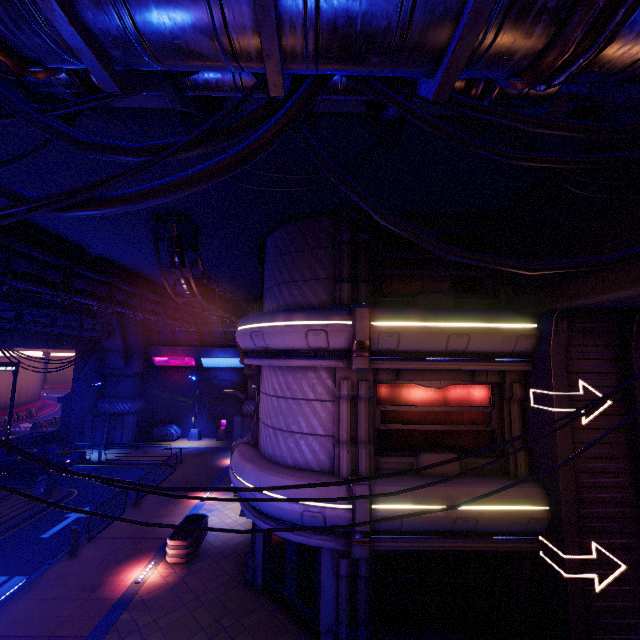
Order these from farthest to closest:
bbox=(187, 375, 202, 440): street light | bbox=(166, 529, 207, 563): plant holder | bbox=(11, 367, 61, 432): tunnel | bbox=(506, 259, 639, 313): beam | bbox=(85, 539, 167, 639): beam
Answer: bbox=(11, 367, 61, 432): tunnel → bbox=(187, 375, 202, 440): street light → bbox=(166, 529, 207, 563): plant holder → bbox=(85, 539, 167, 639): beam → bbox=(506, 259, 639, 313): beam

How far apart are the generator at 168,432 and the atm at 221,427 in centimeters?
333cm

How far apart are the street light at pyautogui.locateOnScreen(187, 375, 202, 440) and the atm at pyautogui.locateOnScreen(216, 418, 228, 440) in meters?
1.3 m

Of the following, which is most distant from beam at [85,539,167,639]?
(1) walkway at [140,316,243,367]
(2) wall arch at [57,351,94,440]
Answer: (2) wall arch at [57,351,94,440]

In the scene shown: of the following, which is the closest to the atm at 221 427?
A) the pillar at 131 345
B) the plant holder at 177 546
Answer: the pillar at 131 345

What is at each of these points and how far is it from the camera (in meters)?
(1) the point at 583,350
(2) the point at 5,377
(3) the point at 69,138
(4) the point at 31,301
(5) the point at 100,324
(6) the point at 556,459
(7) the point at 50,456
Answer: (1) tunnel, 8.49
(2) tunnel, 38.72
(3) cable, 3.53
(4) walkway, 21.06
(5) pipe, 25.81
(6) tunnel, 7.98
(7) car, 20.95

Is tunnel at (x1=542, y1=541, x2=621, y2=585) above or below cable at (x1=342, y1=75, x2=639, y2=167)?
below

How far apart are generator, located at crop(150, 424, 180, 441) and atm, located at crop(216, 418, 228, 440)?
3.33m
